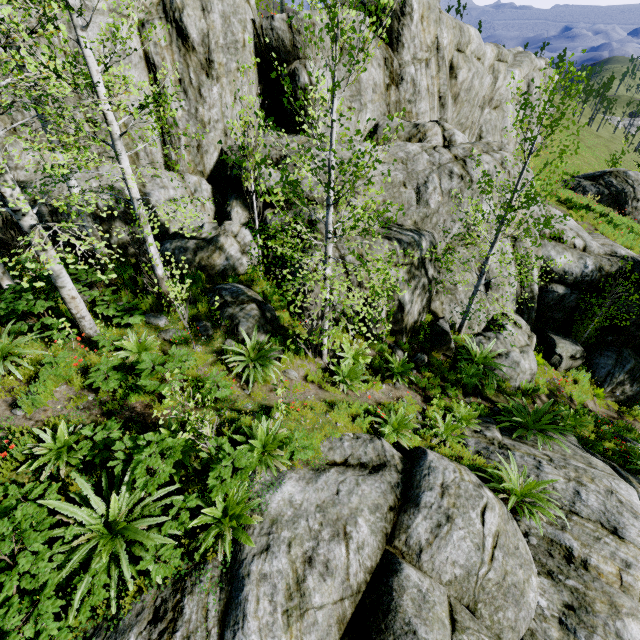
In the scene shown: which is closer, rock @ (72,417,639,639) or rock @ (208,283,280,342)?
rock @ (72,417,639,639)

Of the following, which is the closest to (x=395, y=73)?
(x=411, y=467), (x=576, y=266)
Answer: (x=576, y=266)

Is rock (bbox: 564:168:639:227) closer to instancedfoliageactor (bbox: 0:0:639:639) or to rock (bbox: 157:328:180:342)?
rock (bbox: 157:328:180:342)

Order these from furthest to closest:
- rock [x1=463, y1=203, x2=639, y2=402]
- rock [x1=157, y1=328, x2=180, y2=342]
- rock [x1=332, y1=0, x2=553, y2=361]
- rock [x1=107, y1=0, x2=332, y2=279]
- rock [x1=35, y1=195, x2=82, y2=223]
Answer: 1. rock [x1=463, y1=203, x2=639, y2=402]
2. rock [x1=332, y1=0, x2=553, y2=361]
3. rock [x1=107, y1=0, x2=332, y2=279]
4. rock [x1=35, y1=195, x2=82, y2=223]
5. rock [x1=157, y1=328, x2=180, y2=342]

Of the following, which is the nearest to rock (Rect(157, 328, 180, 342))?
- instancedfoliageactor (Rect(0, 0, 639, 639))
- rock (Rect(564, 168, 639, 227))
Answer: instancedfoliageactor (Rect(0, 0, 639, 639))

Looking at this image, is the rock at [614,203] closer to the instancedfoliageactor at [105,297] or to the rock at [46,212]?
the rock at [46,212]
